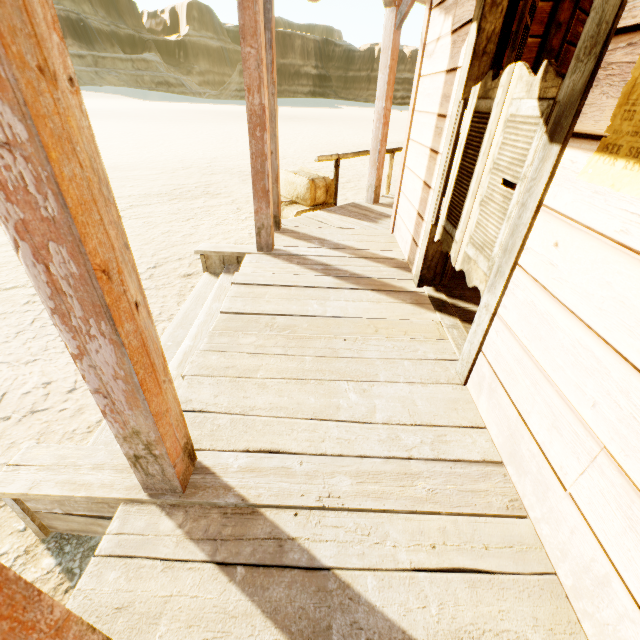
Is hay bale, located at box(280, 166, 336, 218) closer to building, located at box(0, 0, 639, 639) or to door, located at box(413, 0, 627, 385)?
building, located at box(0, 0, 639, 639)

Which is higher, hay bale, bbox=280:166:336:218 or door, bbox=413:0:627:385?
door, bbox=413:0:627:385

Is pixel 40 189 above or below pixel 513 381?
above

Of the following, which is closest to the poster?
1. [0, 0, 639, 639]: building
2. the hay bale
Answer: [0, 0, 639, 639]: building

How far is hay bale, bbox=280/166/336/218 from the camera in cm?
502

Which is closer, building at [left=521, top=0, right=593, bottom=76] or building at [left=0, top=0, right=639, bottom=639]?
building at [left=0, top=0, right=639, bottom=639]

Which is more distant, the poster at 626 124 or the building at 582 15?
the building at 582 15

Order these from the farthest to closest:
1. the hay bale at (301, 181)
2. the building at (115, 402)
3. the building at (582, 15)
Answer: the hay bale at (301, 181)
the building at (582, 15)
the building at (115, 402)
